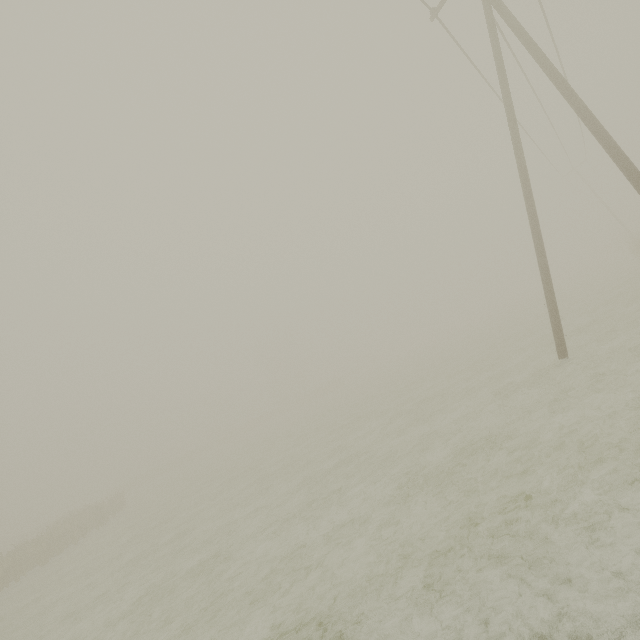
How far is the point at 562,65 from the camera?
15.8m

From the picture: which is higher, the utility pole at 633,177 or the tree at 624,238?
the utility pole at 633,177

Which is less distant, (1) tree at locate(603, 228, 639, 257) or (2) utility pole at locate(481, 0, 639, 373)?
(2) utility pole at locate(481, 0, 639, 373)

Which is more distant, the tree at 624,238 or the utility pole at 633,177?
the tree at 624,238

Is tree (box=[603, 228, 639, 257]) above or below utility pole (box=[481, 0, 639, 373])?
below
